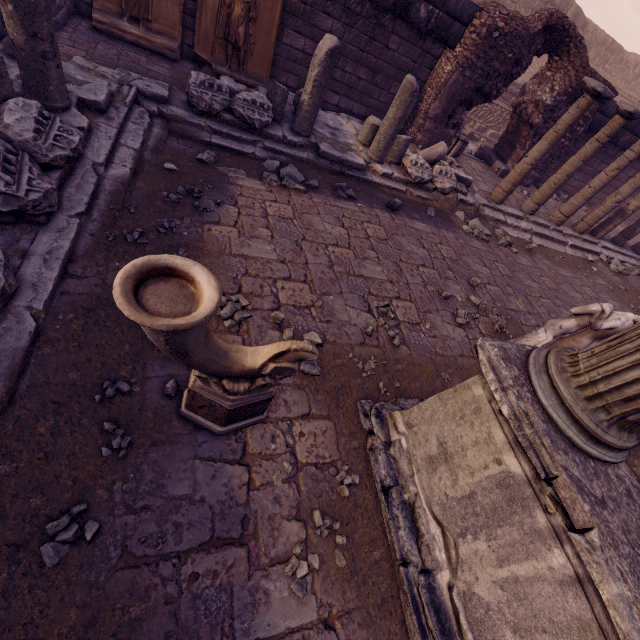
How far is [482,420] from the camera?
2.0m

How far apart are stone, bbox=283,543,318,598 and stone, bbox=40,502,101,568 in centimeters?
110cm

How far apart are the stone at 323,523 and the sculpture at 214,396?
0.8m

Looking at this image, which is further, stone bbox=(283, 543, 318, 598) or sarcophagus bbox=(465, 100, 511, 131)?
sarcophagus bbox=(465, 100, 511, 131)

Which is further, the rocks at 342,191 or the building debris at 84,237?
the rocks at 342,191

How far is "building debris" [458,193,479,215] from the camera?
7.1m

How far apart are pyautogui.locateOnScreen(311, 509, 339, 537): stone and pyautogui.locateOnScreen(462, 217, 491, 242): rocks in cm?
634

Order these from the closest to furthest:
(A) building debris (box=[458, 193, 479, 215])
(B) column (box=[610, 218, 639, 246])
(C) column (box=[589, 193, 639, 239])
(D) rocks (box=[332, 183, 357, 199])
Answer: (D) rocks (box=[332, 183, 357, 199])
(A) building debris (box=[458, 193, 479, 215])
(C) column (box=[589, 193, 639, 239])
(B) column (box=[610, 218, 639, 246])
